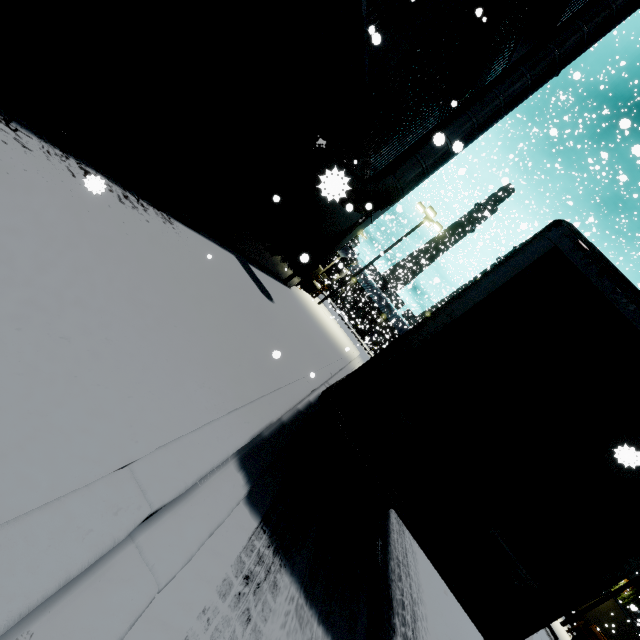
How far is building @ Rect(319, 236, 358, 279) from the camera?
36.7m

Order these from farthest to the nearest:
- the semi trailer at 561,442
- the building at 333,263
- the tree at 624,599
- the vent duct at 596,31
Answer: the building at 333,263, the tree at 624,599, the vent duct at 596,31, the semi trailer at 561,442

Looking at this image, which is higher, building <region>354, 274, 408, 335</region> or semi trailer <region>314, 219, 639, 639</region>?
building <region>354, 274, 408, 335</region>

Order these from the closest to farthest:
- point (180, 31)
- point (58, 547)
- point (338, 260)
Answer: point (58, 547) < point (180, 31) < point (338, 260)

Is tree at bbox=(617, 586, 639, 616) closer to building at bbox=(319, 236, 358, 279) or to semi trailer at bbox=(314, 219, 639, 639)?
building at bbox=(319, 236, 358, 279)

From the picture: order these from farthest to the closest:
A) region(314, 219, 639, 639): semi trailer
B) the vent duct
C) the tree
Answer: the tree → the vent duct → region(314, 219, 639, 639): semi trailer

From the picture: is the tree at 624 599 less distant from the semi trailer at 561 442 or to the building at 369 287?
the building at 369 287
